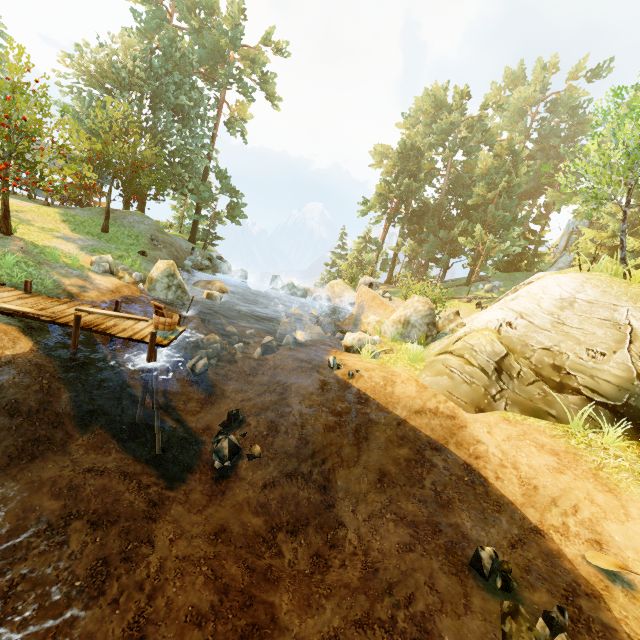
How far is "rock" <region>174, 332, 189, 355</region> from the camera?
11.9 meters

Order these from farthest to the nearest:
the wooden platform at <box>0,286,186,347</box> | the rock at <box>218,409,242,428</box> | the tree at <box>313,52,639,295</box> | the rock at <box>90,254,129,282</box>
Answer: the rock at <box>90,254,129,282</box> → the tree at <box>313,52,639,295</box> → the rock at <box>218,409,242,428</box> → the wooden platform at <box>0,286,186,347</box>

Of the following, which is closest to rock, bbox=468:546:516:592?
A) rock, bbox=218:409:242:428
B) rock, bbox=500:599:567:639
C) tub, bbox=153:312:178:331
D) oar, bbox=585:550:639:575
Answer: rock, bbox=500:599:567:639

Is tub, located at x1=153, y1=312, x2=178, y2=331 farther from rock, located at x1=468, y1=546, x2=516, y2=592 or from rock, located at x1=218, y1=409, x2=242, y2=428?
rock, located at x1=468, y1=546, x2=516, y2=592

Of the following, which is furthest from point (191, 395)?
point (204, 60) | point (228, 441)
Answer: point (204, 60)

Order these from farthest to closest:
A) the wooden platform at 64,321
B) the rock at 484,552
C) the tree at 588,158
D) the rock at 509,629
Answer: the tree at 588,158
the wooden platform at 64,321
the rock at 484,552
the rock at 509,629

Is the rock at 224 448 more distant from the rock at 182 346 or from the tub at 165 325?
the rock at 182 346

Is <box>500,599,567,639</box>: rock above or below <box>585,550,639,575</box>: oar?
below
